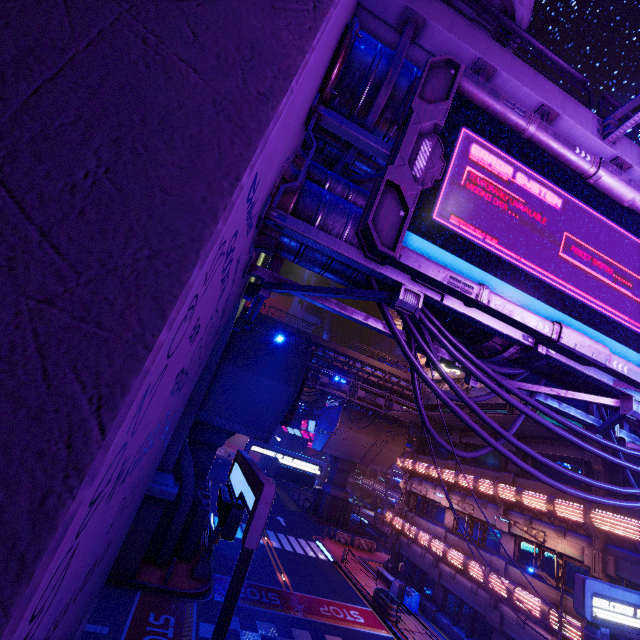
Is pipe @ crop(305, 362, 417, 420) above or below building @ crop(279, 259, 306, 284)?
below

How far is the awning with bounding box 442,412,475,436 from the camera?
21.87m

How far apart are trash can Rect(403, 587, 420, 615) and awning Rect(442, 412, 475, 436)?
10.94m

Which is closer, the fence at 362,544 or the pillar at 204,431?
the pillar at 204,431

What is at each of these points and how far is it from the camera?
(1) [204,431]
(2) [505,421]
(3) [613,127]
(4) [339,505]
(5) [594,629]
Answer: (1) pillar, 20.6 meters
(2) awning, 18.6 meters
(3) street light, 6.2 meters
(4) pillar, 40.8 meters
(5) sign, 7.8 meters

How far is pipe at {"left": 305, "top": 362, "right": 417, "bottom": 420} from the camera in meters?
37.7 m

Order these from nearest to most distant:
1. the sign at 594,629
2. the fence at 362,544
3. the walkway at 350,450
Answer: the sign at 594,629 < the fence at 362,544 < the walkway at 350,450

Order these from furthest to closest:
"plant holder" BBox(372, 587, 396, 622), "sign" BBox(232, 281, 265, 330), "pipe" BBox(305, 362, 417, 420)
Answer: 1. "pipe" BBox(305, 362, 417, 420)
2. "plant holder" BBox(372, 587, 396, 622)
3. "sign" BBox(232, 281, 265, 330)
